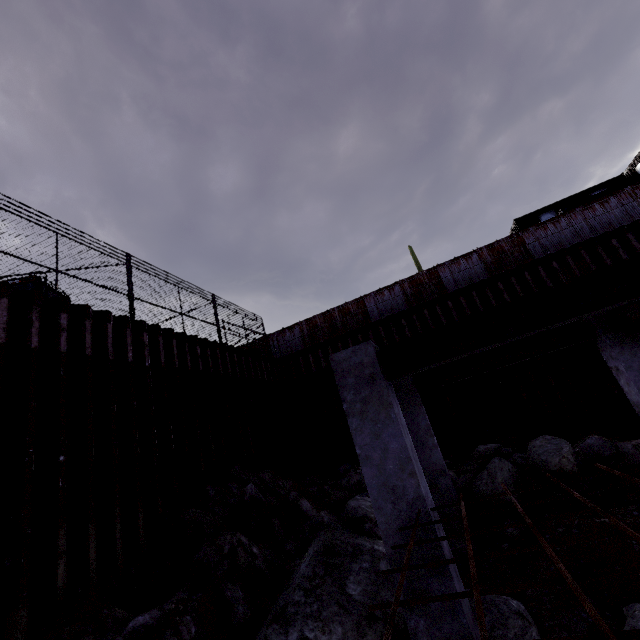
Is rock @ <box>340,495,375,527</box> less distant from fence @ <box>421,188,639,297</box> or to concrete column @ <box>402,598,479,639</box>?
concrete column @ <box>402,598,479,639</box>

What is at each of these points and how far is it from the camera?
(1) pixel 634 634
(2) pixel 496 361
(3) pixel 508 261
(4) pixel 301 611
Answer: (1) rebar, 1.2 meters
(2) steel beam, 8.3 meters
(3) fence, 15.1 meters
(4) rock, 5.2 meters

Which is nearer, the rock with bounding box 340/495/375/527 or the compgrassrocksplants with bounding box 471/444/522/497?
the compgrassrocksplants with bounding box 471/444/522/497

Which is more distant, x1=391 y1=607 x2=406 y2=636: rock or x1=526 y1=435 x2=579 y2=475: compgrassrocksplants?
x1=526 y1=435 x2=579 y2=475: compgrassrocksplants

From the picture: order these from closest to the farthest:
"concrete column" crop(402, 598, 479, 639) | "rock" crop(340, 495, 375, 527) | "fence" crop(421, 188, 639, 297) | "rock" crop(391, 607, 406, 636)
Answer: "concrete column" crop(402, 598, 479, 639), "rock" crop(391, 607, 406, 636), "rock" crop(340, 495, 375, 527), "fence" crop(421, 188, 639, 297)

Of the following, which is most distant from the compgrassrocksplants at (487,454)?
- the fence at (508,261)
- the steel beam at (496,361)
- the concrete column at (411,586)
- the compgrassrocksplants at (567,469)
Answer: the fence at (508,261)

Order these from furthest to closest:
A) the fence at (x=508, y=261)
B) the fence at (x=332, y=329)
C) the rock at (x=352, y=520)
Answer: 1. the fence at (x=332, y=329)
2. the fence at (x=508, y=261)
3. the rock at (x=352, y=520)

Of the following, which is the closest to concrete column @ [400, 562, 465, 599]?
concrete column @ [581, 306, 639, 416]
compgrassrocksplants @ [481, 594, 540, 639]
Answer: compgrassrocksplants @ [481, 594, 540, 639]
